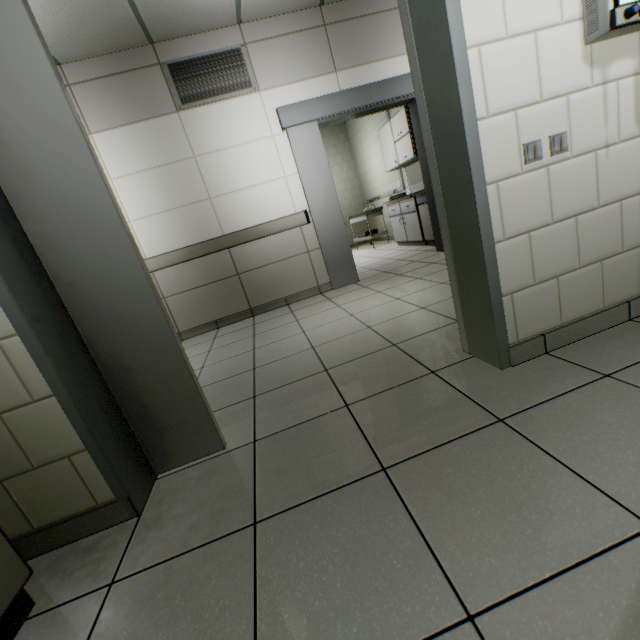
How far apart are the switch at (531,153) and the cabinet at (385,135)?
4.62m

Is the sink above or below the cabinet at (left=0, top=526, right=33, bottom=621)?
below

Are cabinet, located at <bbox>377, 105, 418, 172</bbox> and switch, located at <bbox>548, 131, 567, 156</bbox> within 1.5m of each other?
no

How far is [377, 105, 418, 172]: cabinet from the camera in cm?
536

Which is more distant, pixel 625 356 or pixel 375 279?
pixel 375 279

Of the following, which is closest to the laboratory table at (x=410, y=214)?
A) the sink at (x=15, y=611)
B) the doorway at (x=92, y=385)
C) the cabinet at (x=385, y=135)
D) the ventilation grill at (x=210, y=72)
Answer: the cabinet at (x=385, y=135)

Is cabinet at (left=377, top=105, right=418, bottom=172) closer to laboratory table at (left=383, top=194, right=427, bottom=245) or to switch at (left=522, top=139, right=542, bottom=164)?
laboratory table at (left=383, top=194, right=427, bottom=245)

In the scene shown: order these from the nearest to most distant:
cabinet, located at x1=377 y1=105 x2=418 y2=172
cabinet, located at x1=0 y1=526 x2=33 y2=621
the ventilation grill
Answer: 1. cabinet, located at x1=0 y1=526 x2=33 y2=621
2. the ventilation grill
3. cabinet, located at x1=377 y1=105 x2=418 y2=172
